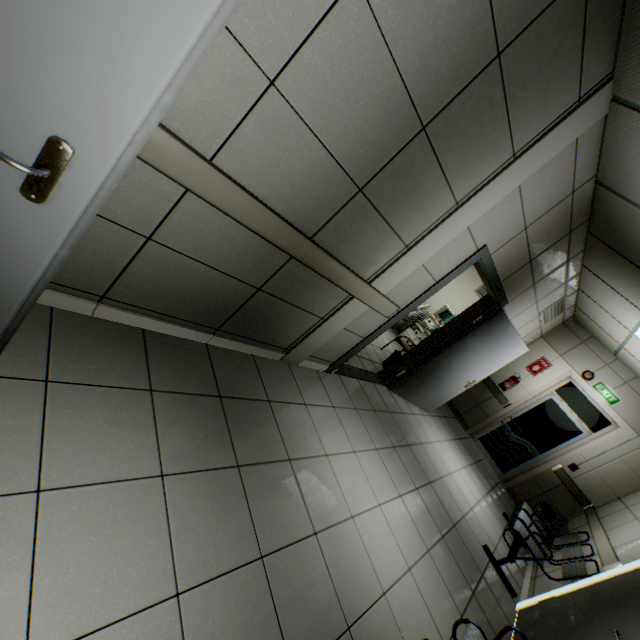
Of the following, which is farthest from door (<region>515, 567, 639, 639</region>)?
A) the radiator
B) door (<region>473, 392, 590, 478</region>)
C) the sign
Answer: the sign

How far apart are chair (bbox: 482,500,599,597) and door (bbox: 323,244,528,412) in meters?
1.9 m

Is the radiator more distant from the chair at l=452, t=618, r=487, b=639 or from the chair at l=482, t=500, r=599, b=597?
the chair at l=452, t=618, r=487, b=639

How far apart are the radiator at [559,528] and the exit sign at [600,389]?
2.5m

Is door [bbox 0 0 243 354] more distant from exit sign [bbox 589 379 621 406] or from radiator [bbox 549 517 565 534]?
exit sign [bbox 589 379 621 406]

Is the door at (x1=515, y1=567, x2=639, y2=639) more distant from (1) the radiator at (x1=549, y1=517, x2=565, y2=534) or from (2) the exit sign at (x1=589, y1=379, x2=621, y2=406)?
(2) the exit sign at (x1=589, y1=379, x2=621, y2=406)

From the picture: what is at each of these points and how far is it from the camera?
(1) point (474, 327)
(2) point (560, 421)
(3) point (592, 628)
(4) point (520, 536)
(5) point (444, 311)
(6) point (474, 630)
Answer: (1) door, 4.6 meters
(2) door, 6.7 meters
(3) door, 2.6 meters
(4) chair, 3.9 meters
(5) health monitor, 8.0 meters
(6) chair, 2.0 meters

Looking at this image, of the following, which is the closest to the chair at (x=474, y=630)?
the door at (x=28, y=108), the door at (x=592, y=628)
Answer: the door at (x=592, y=628)
